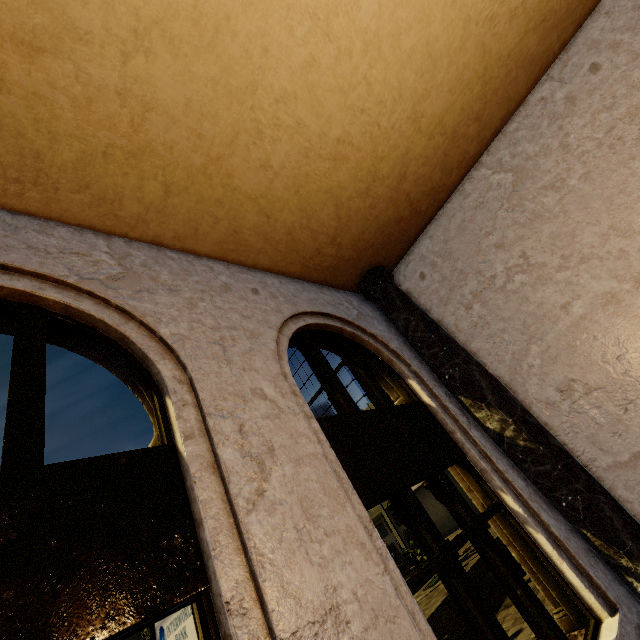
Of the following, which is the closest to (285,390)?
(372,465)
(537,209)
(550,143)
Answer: (372,465)

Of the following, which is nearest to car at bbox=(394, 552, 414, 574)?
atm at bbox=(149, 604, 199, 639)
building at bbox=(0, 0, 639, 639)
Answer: building at bbox=(0, 0, 639, 639)

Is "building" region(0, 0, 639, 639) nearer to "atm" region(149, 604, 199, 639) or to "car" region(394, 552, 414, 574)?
"atm" region(149, 604, 199, 639)

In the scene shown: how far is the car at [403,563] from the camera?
30.59m

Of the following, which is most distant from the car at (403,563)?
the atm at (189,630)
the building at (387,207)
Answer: the atm at (189,630)

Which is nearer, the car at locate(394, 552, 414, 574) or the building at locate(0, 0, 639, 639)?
the building at locate(0, 0, 639, 639)
